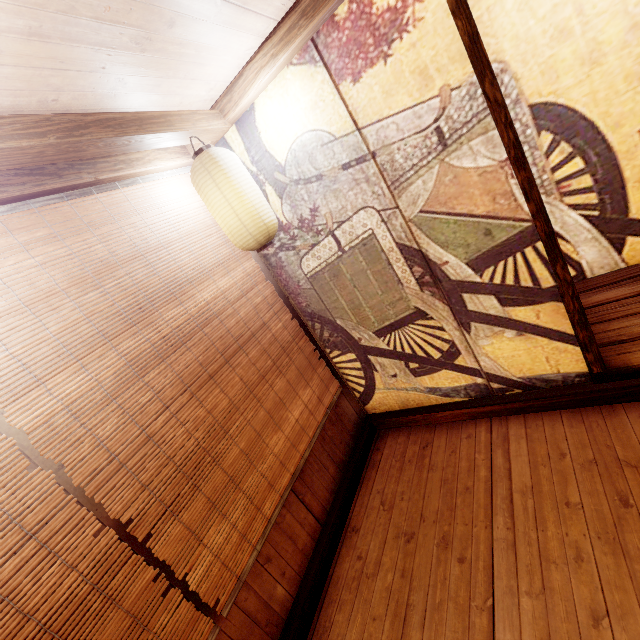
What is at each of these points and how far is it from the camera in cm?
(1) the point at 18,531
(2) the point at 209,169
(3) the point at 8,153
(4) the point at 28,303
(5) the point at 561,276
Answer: (1) blind, 224
(2) lantern, 340
(3) wood bar, 216
(4) blind, 266
(5) wood partition, 214

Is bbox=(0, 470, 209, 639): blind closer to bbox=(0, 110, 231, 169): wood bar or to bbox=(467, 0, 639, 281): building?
bbox=(467, 0, 639, 281): building

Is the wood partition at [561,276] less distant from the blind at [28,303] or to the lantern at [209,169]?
the lantern at [209,169]

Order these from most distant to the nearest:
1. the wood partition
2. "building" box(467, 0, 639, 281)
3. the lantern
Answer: the lantern
"building" box(467, 0, 639, 281)
the wood partition

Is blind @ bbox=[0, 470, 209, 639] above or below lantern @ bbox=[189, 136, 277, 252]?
below

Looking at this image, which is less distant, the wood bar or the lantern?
the wood bar

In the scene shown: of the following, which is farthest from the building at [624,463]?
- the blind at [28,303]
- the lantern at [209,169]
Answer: the lantern at [209,169]

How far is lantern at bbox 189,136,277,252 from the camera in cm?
342
